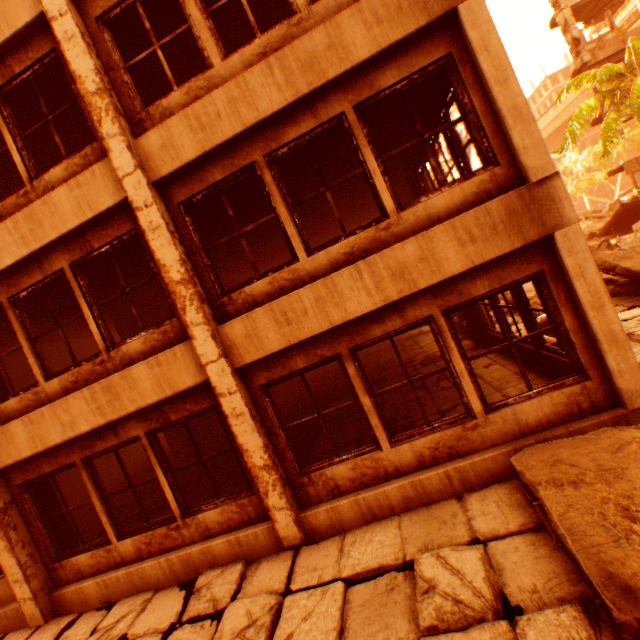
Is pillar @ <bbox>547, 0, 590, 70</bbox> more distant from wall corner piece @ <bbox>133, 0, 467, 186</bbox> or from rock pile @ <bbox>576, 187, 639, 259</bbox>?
wall corner piece @ <bbox>133, 0, 467, 186</bbox>

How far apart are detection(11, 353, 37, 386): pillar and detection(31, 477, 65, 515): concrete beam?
6.2m

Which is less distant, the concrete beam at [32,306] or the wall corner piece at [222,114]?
the wall corner piece at [222,114]

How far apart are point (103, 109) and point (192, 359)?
3.9m

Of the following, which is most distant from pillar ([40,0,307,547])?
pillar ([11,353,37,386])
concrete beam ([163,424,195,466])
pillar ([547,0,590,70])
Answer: pillar ([547,0,590,70])

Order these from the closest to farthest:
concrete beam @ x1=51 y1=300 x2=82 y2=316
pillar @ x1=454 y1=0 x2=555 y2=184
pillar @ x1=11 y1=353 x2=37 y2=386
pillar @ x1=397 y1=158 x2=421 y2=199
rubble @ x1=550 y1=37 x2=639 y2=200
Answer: pillar @ x1=454 y1=0 x2=555 y2=184 → concrete beam @ x1=51 y1=300 x2=82 y2=316 → pillar @ x1=397 y1=158 x2=421 y2=199 → pillar @ x1=11 y1=353 x2=37 y2=386 → rubble @ x1=550 y1=37 x2=639 y2=200

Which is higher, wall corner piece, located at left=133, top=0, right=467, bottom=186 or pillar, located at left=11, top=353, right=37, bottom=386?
wall corner piece, located at left=133, top=0, right=467, bottom=186

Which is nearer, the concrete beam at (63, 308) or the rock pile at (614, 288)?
the concrete beam at (63, 308)
